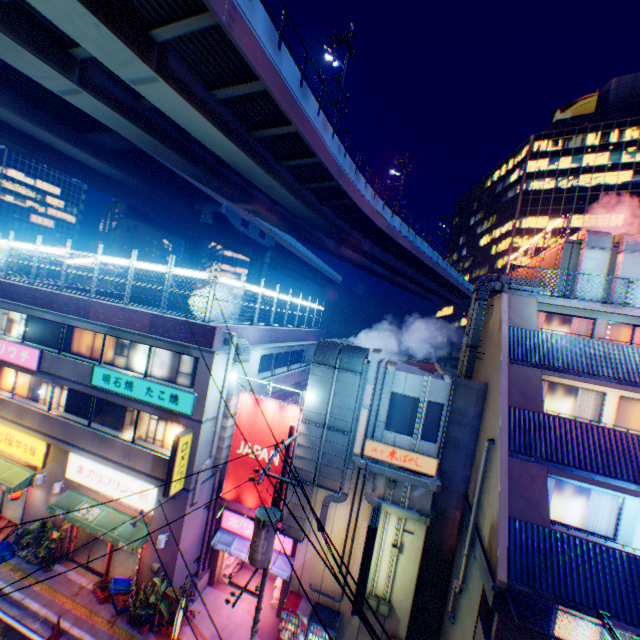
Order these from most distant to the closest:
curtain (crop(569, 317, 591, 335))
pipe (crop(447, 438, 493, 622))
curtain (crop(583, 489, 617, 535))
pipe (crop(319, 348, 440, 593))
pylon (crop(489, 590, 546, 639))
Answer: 1. curtain (crop(569, 317, 591, 335))
2. pipe (crop(319, 348, 440, 593))
3. pipe (crop(447, 438, 493, 622))
4. curtain (crop(583, 489, 617, 535))
5. pylon (crop(489, 590, 546, 639))

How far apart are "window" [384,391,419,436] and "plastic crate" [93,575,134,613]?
12.9m

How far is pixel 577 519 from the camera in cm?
1184

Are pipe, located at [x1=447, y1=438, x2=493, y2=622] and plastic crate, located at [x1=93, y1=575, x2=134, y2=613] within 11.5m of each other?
no

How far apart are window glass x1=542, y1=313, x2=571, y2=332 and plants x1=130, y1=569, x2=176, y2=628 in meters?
20.0 m

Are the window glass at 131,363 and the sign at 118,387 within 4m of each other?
yes

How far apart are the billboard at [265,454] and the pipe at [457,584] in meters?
7.4 m

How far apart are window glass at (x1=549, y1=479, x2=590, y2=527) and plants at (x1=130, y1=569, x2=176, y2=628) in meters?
14.6
